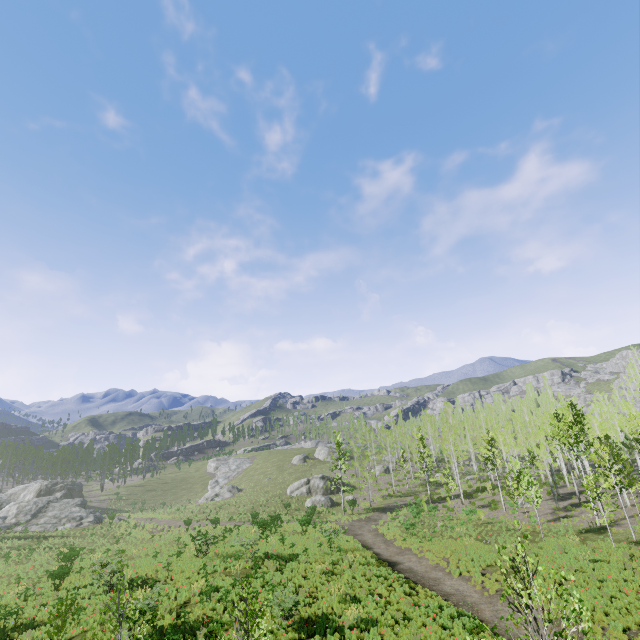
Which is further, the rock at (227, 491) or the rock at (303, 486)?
the rock at (227, 491)

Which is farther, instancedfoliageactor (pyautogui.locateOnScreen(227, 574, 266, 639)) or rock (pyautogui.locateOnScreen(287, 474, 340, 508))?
rock (pyautogui.locateOnScreen(287, 474, 340, 508))

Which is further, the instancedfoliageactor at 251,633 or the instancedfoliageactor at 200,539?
the instancedfoliageactor at 200,539

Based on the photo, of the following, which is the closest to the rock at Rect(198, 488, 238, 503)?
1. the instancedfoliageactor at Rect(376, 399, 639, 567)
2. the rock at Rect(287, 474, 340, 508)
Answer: the rock at Rect(287, 474, 340, 508)

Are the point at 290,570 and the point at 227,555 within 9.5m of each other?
yes

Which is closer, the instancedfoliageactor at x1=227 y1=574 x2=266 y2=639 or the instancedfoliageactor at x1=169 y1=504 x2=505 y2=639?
the instancedfoliageactor at x1=227 y1=574 x2=266 y2=639

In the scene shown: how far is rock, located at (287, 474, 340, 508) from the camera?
46.7m
